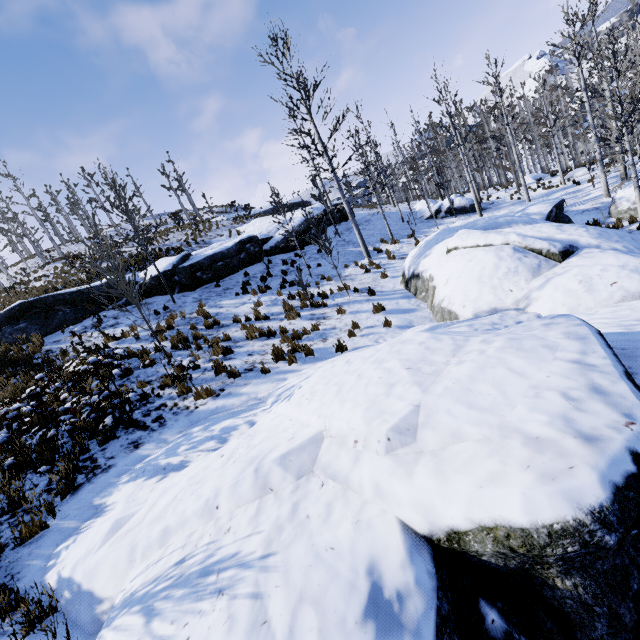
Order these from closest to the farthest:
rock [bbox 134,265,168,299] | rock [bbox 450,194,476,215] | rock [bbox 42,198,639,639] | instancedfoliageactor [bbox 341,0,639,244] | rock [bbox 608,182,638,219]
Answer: rock [bbox 42,198,639,639]
instancedfoliageactor [bbox 341,0,639,244]
rock [bbox 608,182,638,219]
rock [bbox 134,265,168,299]
rock [bbox 450,194,476,215]

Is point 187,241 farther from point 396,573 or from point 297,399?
point 396,573

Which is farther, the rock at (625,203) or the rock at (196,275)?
the rock at (196,275)

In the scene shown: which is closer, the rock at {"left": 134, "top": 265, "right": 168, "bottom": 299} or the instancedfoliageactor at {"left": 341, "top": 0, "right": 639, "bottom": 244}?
the instancedfoliageactor at {"left": 341, "top": 0, "right": 639, "bottom": 244}

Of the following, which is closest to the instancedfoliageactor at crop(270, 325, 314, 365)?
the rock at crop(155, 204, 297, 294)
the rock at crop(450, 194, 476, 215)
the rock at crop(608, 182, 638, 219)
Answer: the rock at crop(608, 182, 638, 219)

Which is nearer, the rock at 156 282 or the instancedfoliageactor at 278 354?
the instancedfoliageactor at 278 354

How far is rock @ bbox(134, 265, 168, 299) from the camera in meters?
14.4 m

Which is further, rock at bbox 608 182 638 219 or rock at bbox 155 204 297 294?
rock at bbox 155 204 297 294
